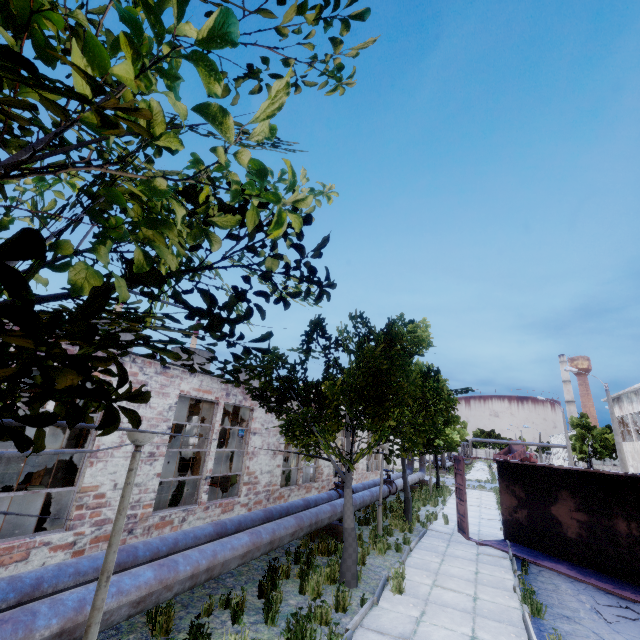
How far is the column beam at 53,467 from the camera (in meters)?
8.90

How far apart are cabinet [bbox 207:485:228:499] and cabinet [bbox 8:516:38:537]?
8.4m

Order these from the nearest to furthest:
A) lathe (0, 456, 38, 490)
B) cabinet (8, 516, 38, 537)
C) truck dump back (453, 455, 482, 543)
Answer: A: cabinet (8, 516, 38, 537) < truck dump back (453, 455, 482, 543) < lathe (0, 456, 38, 490)

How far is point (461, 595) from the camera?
7.97m

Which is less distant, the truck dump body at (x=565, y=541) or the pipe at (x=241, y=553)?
the pipe at (x=241, y=553)

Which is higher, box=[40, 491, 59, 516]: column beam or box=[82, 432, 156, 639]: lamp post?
box=[82, 432, 156, 639]: lamp post

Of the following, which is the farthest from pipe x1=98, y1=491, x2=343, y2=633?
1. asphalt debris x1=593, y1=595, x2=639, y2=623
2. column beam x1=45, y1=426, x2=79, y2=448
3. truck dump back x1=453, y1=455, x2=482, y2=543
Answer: asphalt debris x1=593, y1=595, x2=639, y2=623

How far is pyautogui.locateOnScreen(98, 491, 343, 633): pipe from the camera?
4.6 meters
